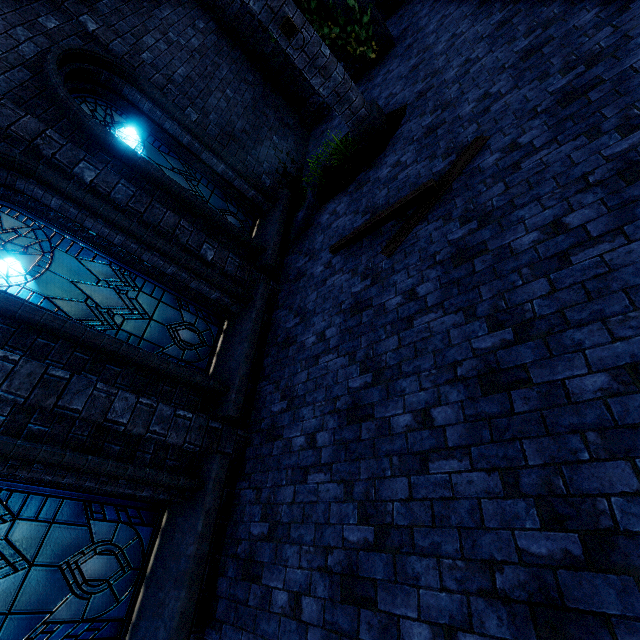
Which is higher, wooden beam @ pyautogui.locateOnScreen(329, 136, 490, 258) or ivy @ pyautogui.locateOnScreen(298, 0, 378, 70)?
ivy @ pyautogui.locateOnScreen(298, 0, 378, 70)

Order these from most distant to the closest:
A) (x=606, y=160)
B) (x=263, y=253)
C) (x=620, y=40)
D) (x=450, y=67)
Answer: (x=263, y=253)
(x=450, y=67)
(x=620, y=40)
(x=606, y=160)

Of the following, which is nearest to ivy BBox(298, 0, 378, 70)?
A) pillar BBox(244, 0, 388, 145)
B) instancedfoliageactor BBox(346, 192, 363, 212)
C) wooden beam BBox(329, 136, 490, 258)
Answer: pillar BBox(244, 0, 388, 145)

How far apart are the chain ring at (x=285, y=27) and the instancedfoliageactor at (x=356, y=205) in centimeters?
208cm

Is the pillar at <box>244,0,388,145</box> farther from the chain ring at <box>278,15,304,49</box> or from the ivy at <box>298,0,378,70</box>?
the ivy at <box>298,0,378,70</box>

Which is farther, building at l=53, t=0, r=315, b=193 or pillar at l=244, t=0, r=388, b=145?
building at l=53, t=0, r=315, b=193

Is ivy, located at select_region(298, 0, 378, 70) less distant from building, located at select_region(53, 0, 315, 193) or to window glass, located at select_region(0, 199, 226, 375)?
building, located at select_region(53, 0, 315, 193)

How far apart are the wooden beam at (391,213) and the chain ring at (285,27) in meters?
3.2 m
